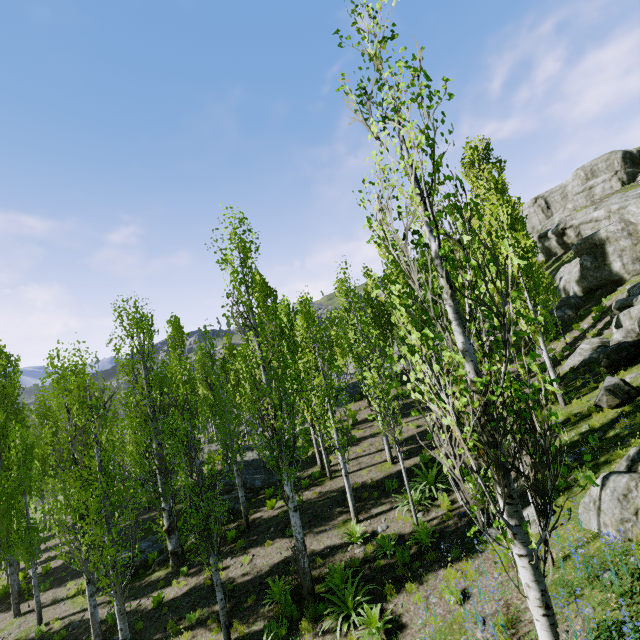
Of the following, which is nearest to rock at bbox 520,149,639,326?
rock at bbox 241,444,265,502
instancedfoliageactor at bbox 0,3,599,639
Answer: instancedfoliageactor at bbox 0,3,599,639

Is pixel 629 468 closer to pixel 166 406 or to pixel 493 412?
pixel 493 412

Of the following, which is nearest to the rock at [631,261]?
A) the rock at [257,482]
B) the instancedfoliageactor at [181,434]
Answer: the instancedfoliageactor at [181,434]

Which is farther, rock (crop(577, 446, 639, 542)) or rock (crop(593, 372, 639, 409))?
rock (crop(593, 372, 639, 409))

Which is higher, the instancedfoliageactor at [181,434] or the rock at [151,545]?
the instancedfoliageactor at [181,434]

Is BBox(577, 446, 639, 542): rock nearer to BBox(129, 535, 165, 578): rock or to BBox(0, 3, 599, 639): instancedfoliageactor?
BBox(0, 3, 599, 639): instancedfoliageactor
